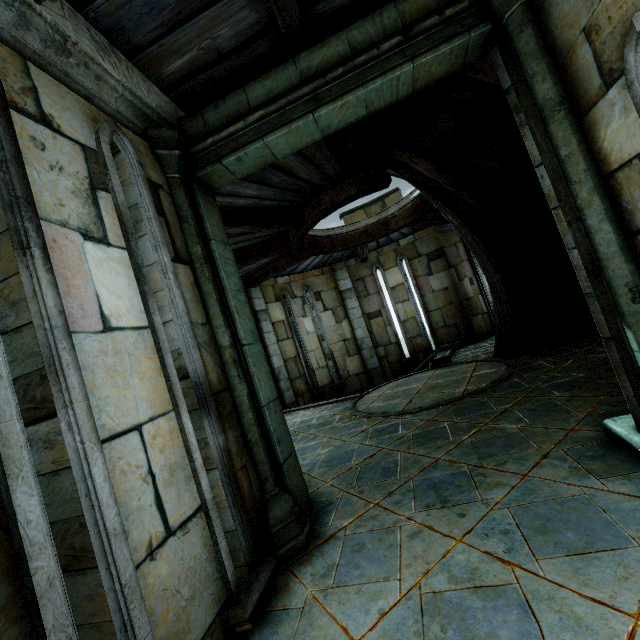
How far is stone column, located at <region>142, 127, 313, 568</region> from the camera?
2.7m

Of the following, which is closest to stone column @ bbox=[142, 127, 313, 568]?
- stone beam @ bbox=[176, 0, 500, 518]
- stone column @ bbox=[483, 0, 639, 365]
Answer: stone beam @ bbox=[176, 0, 500, 518]

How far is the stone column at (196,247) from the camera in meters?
2.7

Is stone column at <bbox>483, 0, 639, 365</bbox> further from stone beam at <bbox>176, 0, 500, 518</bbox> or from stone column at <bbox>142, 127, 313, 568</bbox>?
stone column at <bbox>142, 127, 313, 568</bbox>

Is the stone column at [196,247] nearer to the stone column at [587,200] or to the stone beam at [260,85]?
the stone beam at [260,85]

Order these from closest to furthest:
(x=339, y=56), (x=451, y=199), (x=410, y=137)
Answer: (x=339, y=56), (x=410, y=137), (x=451, y=199)
